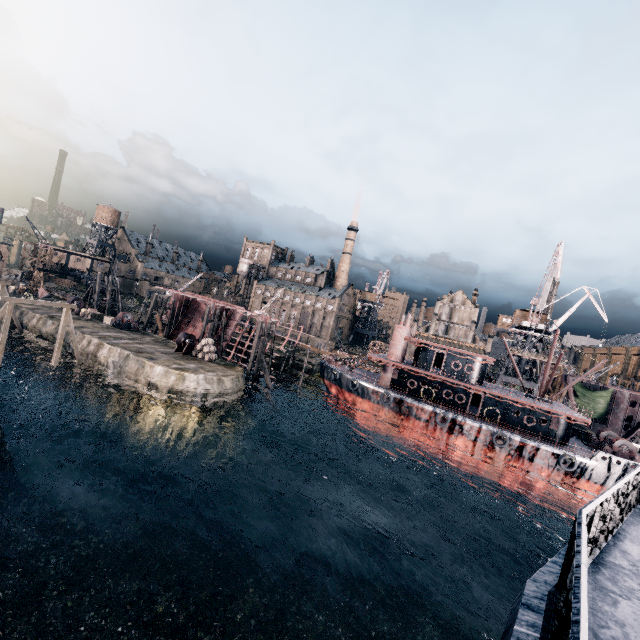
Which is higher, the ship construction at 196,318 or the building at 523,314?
the building at 523,314

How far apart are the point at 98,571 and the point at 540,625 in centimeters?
2438cm

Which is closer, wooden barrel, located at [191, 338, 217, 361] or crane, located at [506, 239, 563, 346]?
wooden barrel, located at [191, 338, 217, 361]

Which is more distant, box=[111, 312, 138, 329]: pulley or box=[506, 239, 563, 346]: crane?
box=[111, 312, 138, 329]: pulley

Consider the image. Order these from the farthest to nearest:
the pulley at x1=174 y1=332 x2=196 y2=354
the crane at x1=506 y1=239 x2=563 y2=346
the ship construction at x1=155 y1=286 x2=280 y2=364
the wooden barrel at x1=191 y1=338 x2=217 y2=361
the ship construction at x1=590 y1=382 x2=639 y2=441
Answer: the ship construction at x1=590 y1=382 x2=639 y2=441
the ship construction at x1=155 y1=286 x2=280 y2=364
the crane at x1=506 y1=239 x2=563 y2=346
the pulley at x1=174 y1=332 x2=196 y2=354
the wooden barrel at x1=191 y1=338 x2=217 y2=361

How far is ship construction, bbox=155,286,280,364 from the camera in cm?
5053

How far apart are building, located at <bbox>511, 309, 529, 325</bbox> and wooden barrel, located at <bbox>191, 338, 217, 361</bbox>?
49.8 meters

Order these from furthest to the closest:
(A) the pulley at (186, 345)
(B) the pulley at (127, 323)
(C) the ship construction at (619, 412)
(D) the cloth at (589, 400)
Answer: (D) the cloth at (589, 400) → (C) the ship construction at (619, 412) → (B) the pulley at (127, 323) → (A) the pulley at (186, 345)
